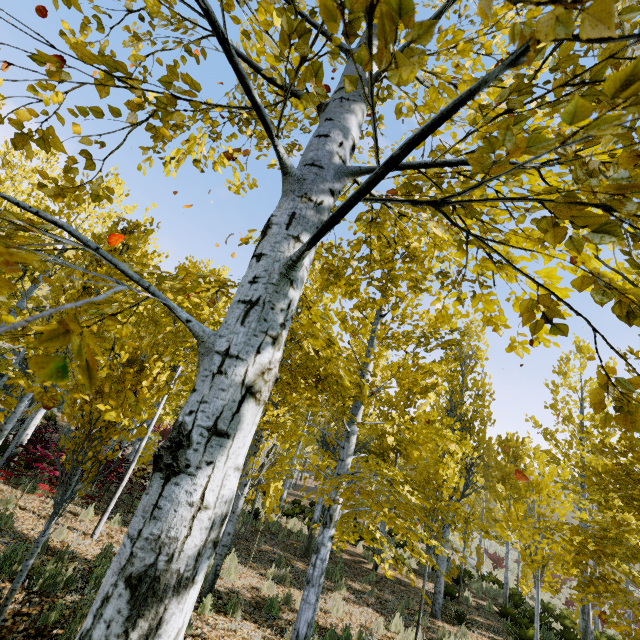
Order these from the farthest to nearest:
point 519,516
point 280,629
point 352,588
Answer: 1. point 352,588
2. point 519,516
3. point 280,629

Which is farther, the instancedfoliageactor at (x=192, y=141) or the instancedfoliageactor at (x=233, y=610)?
the instancedfoliageactor at (x=233, y=610)

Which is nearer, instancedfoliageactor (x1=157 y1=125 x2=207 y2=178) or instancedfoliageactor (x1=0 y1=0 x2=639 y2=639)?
instancedfoliageactor (x1=0 y1=0 x2=639 y2=639)

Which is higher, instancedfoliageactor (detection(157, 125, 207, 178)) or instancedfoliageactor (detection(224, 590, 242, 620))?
instancedfoliageactor (detection(157, 125, 207, 178))

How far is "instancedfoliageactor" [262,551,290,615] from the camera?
6.4 meters

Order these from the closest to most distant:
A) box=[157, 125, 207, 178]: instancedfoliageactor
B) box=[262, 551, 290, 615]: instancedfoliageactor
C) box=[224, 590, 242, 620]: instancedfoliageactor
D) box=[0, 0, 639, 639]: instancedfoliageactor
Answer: box=[0, 0, 639, 639]: instancedfoliageactor, box=[157, 125, 207, 178]: instancedfoliageactor, box=[224, 590, 242, 620]: instancedfoliageactor, box=[262, 551, 290, 615]: instancedfoliageactor
